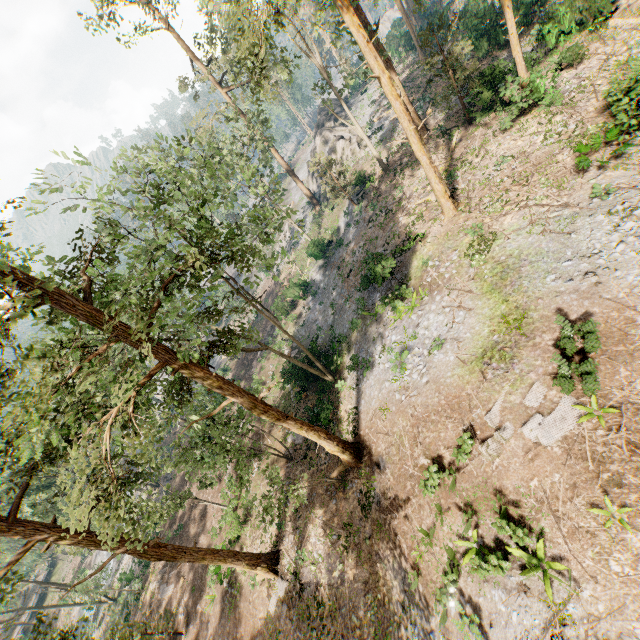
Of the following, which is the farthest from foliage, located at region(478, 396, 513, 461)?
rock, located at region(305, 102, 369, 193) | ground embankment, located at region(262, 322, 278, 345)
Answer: ground embankment, located at region(262, 322, 278, 345)

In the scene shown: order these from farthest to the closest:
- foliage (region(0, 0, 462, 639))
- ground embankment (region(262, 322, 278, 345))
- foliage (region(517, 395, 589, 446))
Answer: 1. ground embankment (region(262, 322, 278, 345))
2. foliage (region(517, 395, 589, 446))
3. foliage (region(0, 0, 462, 639))

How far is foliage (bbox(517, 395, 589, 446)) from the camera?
10.55m

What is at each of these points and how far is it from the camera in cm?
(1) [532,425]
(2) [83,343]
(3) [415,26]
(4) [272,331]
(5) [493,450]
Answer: (1) foliage, 1115
(2) foliage, 1145
(3) foliage, 4816
(4) ground embankment, 3928
(5) foliage, 1164

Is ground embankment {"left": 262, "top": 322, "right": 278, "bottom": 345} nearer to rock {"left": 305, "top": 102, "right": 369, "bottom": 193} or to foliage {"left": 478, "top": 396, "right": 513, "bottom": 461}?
foliage {"left": 478, "top": 396, "right": 513, "bottom": 461}

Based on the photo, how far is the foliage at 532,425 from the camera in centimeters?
1055cm

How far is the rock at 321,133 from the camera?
37.59m
